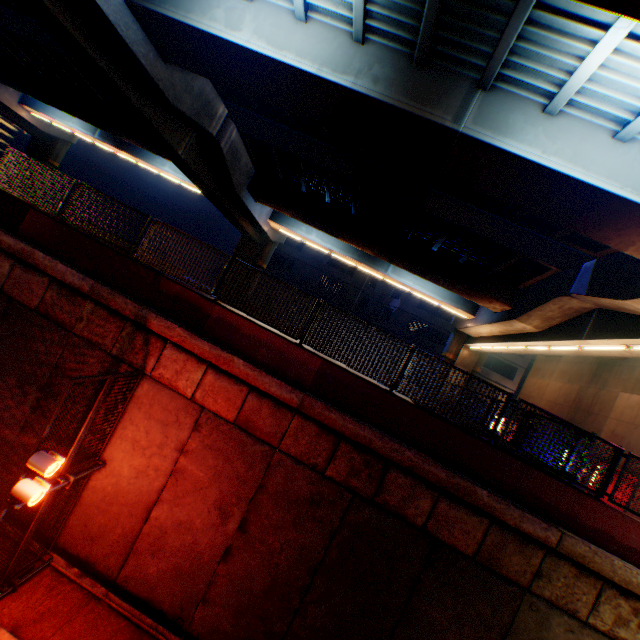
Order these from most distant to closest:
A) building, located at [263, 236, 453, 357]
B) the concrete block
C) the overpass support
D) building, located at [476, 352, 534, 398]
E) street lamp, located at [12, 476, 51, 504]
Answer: building, located at [263, 236, 453, 357] → building, located at [476, 352, 534, 398] → the overpass support → the concrete block → street lamp, located at [12, 476, 51, 504]

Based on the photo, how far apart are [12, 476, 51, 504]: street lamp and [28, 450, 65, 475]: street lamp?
0.29m

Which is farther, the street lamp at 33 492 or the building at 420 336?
the building at 420 336

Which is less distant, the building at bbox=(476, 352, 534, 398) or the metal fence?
the metal fence

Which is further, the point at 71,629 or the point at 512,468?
the point at 512,468

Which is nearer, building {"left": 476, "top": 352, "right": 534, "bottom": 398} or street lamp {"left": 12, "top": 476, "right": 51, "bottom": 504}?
street lamp {"left": 12, "top": 476, "right": 51, "bottom": 504}

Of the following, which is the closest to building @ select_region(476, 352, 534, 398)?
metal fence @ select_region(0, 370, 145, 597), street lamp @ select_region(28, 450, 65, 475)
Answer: metal fence @ select_region(0, 370, 145, 597)
